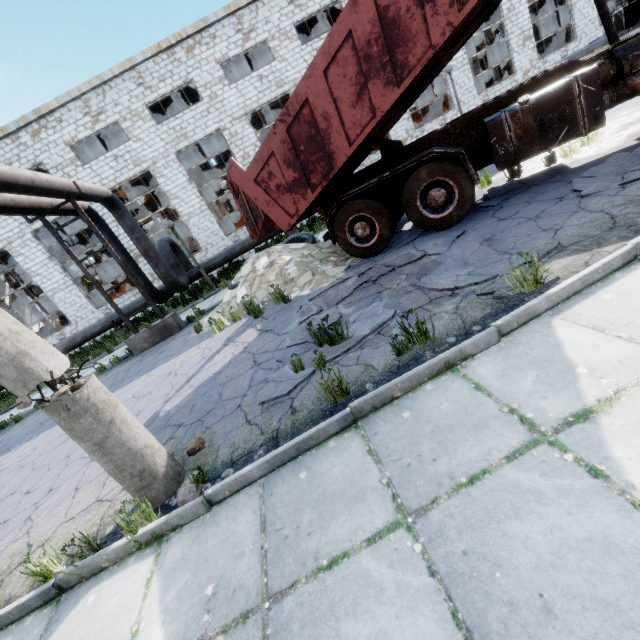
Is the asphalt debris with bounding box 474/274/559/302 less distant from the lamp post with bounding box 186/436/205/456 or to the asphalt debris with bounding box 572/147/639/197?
the lamp post with bounding box 186/436/205/456

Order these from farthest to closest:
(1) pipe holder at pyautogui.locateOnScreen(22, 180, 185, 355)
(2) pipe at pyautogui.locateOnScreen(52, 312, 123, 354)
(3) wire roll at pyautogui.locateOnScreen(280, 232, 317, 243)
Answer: (2) pipe at pyautogui.locateOnScreen(52, 312, 123, 354), (3) wire roll at pyautogui.locateOnScreen(280, 232, 317, 243), (1) pipe holder at pyautogui.locateOnScreen(22, 180, 185, 355)

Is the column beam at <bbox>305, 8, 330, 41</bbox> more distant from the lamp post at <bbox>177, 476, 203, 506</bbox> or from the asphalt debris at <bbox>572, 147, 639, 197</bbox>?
the lamp post at <bbox>177, 476, 203, 506</bbox>

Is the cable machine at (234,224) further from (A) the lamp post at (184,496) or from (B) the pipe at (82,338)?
(A) the lamp post at (184,496)

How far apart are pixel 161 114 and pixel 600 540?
30.2m

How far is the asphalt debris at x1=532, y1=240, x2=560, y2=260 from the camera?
3.69m

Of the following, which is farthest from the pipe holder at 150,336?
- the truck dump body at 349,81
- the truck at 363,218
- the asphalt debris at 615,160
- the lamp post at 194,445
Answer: the asphalt debris at 615,160

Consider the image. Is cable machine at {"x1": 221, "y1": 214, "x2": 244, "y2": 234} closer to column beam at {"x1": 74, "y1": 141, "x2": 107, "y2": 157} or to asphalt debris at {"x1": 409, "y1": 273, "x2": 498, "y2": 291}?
column beam at {"x1": 74, "y1": 141, "x2": 107, "y2": 157}
